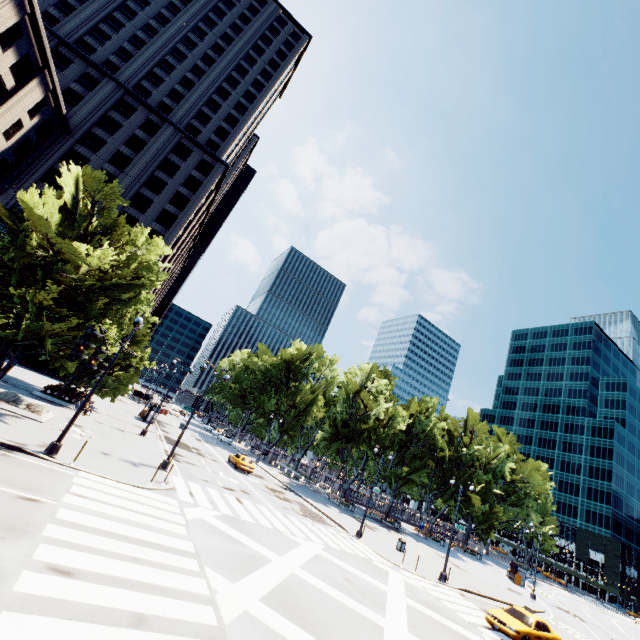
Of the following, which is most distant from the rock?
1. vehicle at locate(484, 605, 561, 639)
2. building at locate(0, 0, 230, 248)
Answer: vehicle at locate(484, 605, 561, 639)

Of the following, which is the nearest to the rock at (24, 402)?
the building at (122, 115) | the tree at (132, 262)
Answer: the tree at (132, 262)

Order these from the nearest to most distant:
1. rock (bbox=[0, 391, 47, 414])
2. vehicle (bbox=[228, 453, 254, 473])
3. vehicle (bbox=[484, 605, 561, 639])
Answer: vehicle (bbox=[484, 605, 561, 639]) < rock (bbox=[0, 391, 47, 414]) < vehicle (bbox=[228, 453, 254, 473])

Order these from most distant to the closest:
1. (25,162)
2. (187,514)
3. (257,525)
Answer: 1. (25,162)
2. (257,525)
3. (187,514)

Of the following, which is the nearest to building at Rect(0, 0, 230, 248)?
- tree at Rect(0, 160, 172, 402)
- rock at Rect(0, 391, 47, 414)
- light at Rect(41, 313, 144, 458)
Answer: tree at Rect(0, 160, 172, 402)

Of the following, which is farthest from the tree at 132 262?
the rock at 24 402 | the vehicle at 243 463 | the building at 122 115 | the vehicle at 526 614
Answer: the vehicle at 526 614

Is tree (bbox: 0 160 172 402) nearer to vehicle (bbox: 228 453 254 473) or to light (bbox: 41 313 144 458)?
light (bbox: 41 313 144 458)

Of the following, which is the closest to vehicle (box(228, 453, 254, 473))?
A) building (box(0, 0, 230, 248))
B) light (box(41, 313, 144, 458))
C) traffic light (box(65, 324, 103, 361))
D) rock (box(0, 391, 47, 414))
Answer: rock (box(0, 391, 47, 414))
